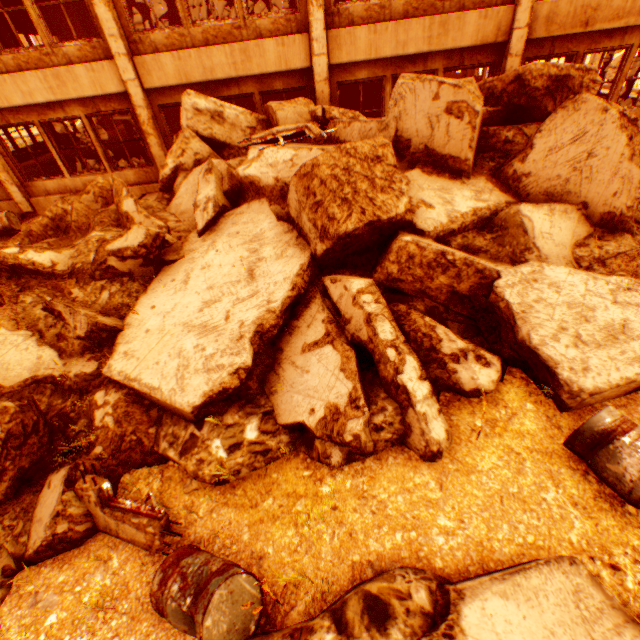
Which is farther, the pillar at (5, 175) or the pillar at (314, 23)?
the pillar at (5, 175)

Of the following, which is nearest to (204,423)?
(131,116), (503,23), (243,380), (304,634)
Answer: (243,380)

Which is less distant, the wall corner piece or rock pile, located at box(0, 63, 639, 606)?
rock pile, located at box(0, 63, 639, 606)

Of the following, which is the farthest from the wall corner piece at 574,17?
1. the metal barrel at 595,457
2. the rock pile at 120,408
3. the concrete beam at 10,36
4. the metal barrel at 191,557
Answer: the concrete beam at 10,36

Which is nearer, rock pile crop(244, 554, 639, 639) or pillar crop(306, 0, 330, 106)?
rock pile crop(244, 554, 639, 639)

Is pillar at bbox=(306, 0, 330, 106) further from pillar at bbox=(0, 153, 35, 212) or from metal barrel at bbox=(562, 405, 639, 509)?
pillar at bbox=(0, 153, 35, 212)

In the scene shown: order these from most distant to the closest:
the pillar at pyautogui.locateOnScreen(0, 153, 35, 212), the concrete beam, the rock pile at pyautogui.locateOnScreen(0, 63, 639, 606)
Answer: the concrete beam → the pillar at pyautogui.locateOnScreen(0, 153, 35, 212) → the rock pile at pyautogui.locateOnScreen(0, 63, 639, 606)

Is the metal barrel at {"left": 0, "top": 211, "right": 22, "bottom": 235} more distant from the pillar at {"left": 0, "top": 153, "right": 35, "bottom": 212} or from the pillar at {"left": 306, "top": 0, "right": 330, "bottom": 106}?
the pillar at {"left": 306, "top": 0, "right": 330, "bottom": 106}
